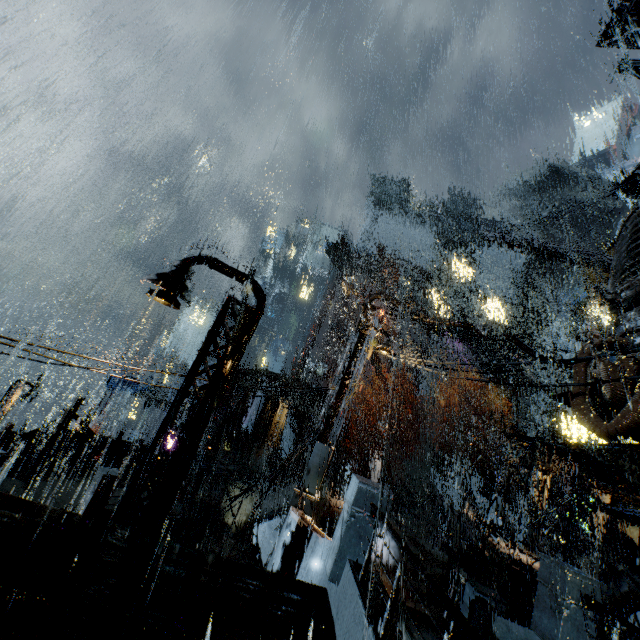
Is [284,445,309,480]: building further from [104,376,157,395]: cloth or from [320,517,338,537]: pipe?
[104,376,157,395]: cloth

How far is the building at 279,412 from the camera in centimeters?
2988cm

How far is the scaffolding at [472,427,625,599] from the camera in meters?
10.1 m

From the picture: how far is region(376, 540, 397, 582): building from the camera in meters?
11.9 m

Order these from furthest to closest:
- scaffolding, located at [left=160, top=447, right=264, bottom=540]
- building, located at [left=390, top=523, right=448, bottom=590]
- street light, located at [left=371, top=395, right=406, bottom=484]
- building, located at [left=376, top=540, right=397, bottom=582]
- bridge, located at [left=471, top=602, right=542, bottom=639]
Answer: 1. street light, located at [left=371, top=395, right=406, bottom=484]
2. building, located at [left=390, top=523, right=448, bottom=590]
3. scaffolding, located at [left=160, top=447, right=264, bottom=540]
4. building, located at [left=376, top=540, right=397, bottom=582]
5. bridge, located at [left=471, top=602, right=542, bottom=639]

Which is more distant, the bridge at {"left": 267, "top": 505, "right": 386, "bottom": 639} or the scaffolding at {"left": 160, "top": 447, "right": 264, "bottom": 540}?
the scaffolding at {"left": 160, "top": 447, "right": 264, "bottom": 540}

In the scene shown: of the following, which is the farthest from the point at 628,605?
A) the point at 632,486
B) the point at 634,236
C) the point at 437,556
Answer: the point at 632,486

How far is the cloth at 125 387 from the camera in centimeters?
3309cm
